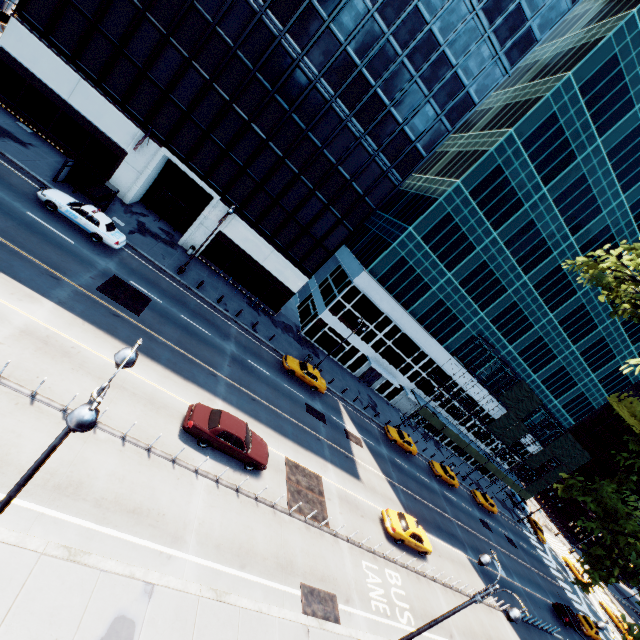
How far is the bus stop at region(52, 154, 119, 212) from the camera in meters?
22.8

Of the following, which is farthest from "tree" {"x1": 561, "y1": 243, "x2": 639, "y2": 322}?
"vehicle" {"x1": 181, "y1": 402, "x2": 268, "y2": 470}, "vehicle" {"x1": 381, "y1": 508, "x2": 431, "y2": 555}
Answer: "vehicle" {"x1": 181, "y1": 402, "x2": 268, "y2": 470}

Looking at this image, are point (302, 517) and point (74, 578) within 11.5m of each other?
yes

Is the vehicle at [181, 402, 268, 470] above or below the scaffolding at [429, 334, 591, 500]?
below

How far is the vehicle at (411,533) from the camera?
22.4 meters

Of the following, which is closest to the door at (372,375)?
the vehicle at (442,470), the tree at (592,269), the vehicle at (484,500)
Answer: the vehicle at (442,470)

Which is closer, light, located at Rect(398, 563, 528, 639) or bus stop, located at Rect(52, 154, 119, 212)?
light, located at Rect(398, 563, 528, 639)

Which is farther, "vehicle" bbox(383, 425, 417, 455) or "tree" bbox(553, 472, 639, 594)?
"vehicle" bbox(383, 425, 417, 455)
